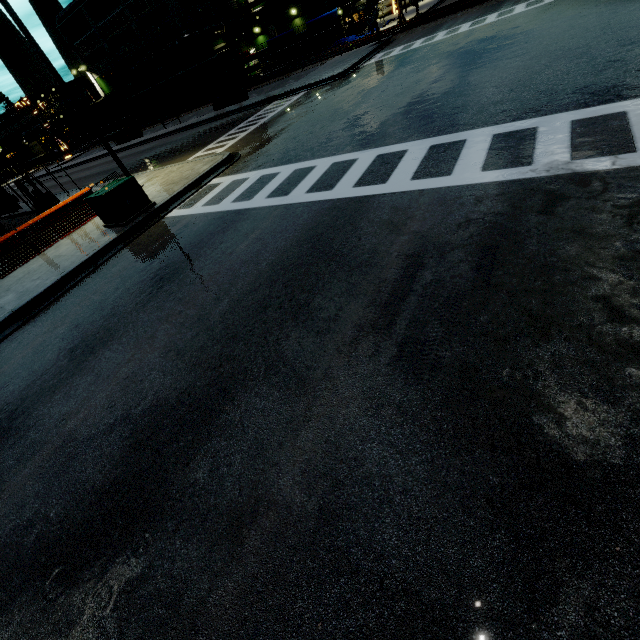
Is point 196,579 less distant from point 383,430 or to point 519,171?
point 383,430

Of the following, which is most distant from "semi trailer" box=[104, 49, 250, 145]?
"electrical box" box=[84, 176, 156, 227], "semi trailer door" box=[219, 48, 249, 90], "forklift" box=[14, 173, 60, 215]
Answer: "forklift" box=[14, 173, 60, 215]

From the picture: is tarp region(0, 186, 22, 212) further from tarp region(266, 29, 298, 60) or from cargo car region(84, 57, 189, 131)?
tarp region(266, 29, 298, 60)

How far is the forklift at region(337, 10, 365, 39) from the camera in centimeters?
4088cm

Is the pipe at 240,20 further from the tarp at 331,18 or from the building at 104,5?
the tarp at 331,18

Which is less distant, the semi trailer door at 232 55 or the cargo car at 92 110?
the semi trailer door at 232 55

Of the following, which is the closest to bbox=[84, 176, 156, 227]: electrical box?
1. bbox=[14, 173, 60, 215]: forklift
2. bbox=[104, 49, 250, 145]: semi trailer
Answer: bbox=[104, 49, 250, 145]: semi trailer

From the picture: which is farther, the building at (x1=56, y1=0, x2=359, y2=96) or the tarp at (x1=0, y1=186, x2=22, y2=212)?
the building at (x1=56, y1=0, x2=359, y2=96)
